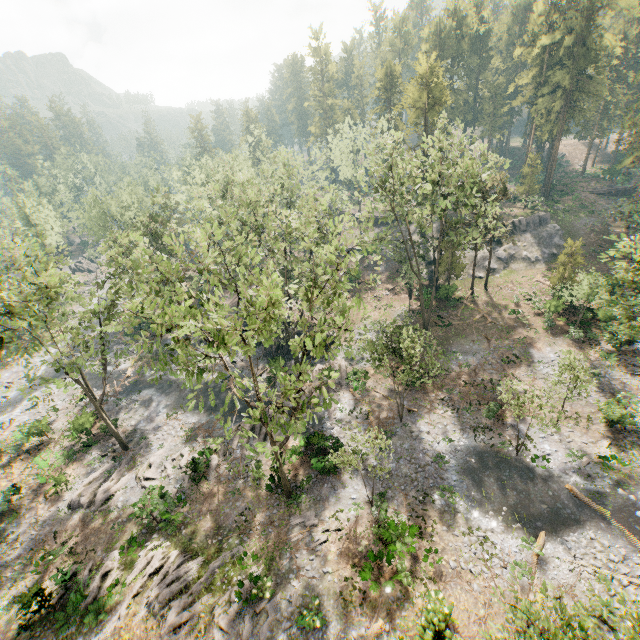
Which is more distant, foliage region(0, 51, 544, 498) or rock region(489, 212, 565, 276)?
rock region(489, 212, 565, 276)

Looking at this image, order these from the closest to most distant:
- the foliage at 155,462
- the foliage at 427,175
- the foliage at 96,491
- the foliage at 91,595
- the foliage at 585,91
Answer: the foliage at 427,175 → the foliage at 91,595 → the foliage at 96,491 → the foliage at 155,462 → the foliage at 585,91

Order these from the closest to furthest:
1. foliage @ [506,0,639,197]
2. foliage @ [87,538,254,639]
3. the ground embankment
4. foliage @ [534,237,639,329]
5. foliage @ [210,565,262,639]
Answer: foliage @ [210,565,262,639], foliage @ [87,538,254,639], foliage @ [534,237,639,329], foliage @ [506,0,639,197], the ground embankment

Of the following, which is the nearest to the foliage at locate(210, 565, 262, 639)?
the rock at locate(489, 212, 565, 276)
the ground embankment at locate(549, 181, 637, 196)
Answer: the rock at locate(489, 212, 565, 276)

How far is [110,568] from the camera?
20.8 meters

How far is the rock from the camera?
45.81m

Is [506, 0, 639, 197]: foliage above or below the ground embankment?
above

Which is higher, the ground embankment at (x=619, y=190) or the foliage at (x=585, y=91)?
the foliage at (x=585, y=91)
